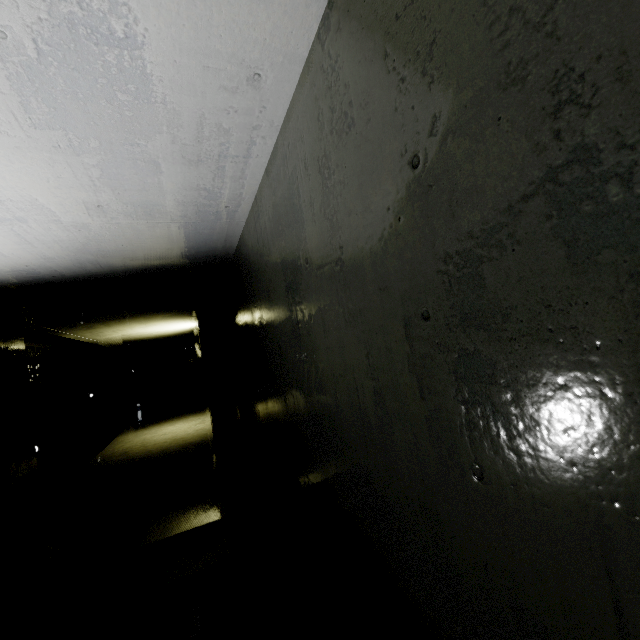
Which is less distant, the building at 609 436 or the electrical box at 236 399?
the building at 609 436

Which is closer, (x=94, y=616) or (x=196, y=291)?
(x=94, y=616)

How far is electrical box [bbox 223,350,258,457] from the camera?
4.7m

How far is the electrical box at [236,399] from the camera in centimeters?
472cm

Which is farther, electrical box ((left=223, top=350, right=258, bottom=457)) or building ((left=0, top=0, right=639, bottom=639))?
electrical box ((left=223, top=350, right=258, bottom=457))
